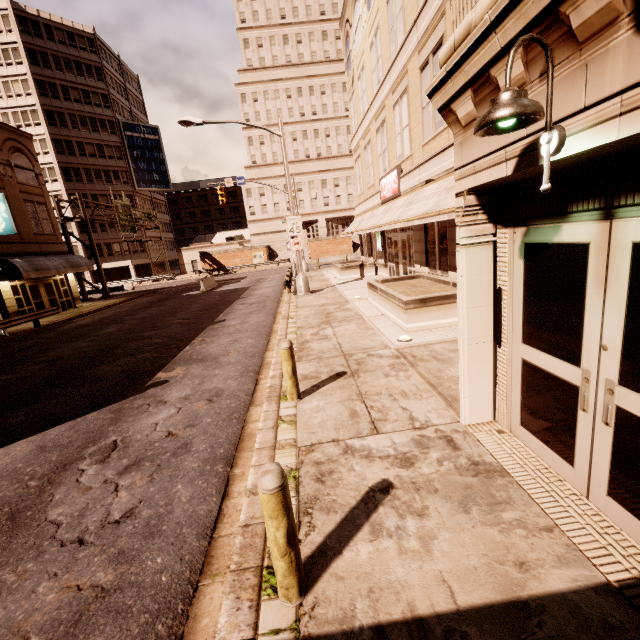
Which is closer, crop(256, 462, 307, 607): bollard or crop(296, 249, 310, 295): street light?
crop(256, 462, 307, 607): bollard

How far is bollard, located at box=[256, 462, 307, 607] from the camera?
2.4m

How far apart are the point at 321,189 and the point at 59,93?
41.2m

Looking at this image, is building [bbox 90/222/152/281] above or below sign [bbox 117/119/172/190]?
below

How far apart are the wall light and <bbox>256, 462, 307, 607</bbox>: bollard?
3.0m

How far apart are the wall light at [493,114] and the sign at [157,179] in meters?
64.6 m

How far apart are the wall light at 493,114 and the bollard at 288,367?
4.11m

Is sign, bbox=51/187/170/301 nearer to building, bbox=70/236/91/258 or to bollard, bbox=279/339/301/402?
building, bbox=70/236/91/258
